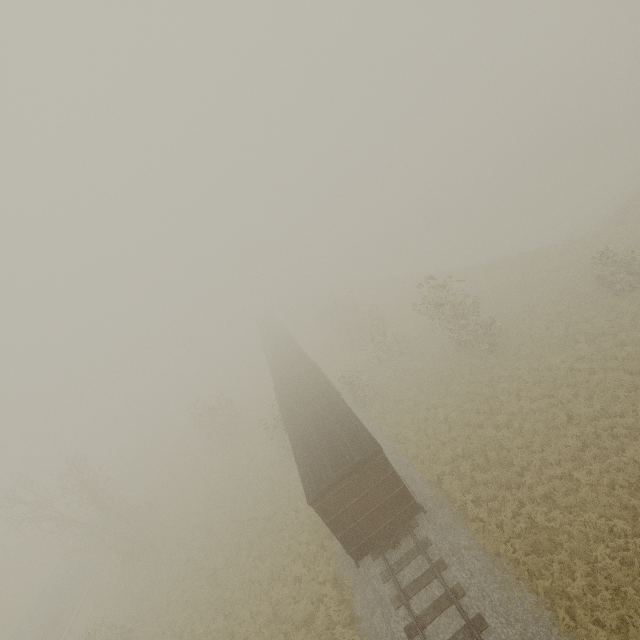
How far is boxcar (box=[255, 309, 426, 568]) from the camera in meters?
12.3 m

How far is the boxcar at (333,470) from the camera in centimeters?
1227cm

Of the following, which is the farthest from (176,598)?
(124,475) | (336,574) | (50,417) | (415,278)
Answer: (50,417)
